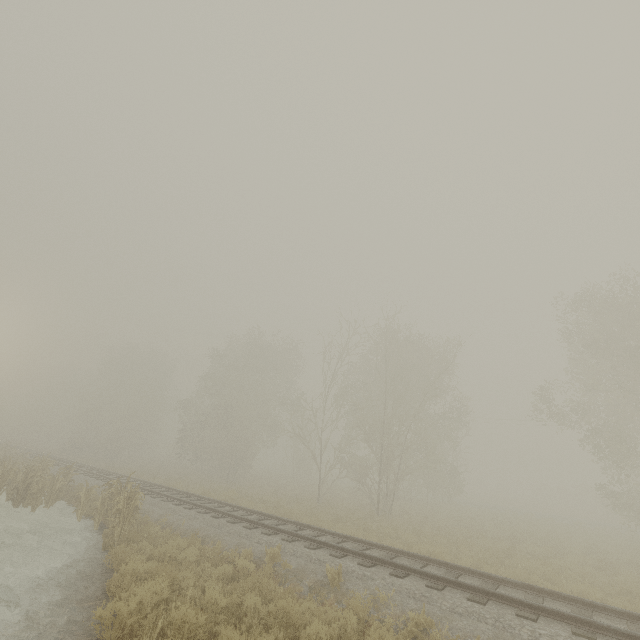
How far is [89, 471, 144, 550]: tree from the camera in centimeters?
1066cm

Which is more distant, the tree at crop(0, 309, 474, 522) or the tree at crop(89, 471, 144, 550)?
the tree at crop(0, 309, 474, 522)

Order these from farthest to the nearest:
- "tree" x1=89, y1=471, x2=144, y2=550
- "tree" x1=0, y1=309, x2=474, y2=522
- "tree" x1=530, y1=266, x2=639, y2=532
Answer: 1. "tree" x1=0, y1=309, x2=474, y2=522
2. "tree" x1=530, y1=266, x2=639, y2=532
3. "tree" x1=89, y1=471, x2=144, y2=550

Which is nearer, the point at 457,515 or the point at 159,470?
the point at 457,515

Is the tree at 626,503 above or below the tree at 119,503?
above

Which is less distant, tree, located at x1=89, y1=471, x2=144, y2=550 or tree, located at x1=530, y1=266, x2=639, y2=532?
tree, located at x1=89, y1=471, x2=144, y2=550

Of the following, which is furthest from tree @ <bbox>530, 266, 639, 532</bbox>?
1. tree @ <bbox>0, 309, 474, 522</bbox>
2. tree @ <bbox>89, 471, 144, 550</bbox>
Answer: tree @ <bbox>89, 471, 144, 550</bbox>

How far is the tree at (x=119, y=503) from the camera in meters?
10.7
